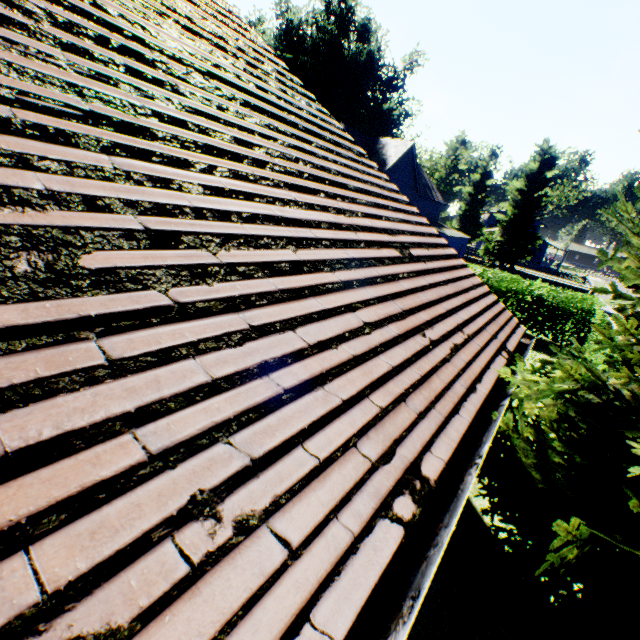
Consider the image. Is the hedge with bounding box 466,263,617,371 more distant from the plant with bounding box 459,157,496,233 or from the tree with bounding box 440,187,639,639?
the plant with bounding box 459,157,496,233

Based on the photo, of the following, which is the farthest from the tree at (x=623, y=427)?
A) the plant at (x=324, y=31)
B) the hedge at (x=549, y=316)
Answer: the plant at (x=324, y=31)

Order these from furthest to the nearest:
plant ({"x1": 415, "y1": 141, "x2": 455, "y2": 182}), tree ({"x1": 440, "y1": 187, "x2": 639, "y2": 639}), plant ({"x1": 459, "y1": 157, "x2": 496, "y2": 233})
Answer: plant ({"x1": 459, "y1": 157, "x2": 496, "y2": 233})
plant ({"x1": 415, "y1": 141, "x2": 455, "y2": 182})
tree ({"x1": 440, "y1": 187, "x2": 639, "y2": 639})

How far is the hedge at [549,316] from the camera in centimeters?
1587cm

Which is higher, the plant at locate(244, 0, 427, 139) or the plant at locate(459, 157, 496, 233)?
the plant at locate(244, 0, 427, 139)

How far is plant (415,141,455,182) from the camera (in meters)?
45.66

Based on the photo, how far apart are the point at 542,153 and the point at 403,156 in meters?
20.2 m
